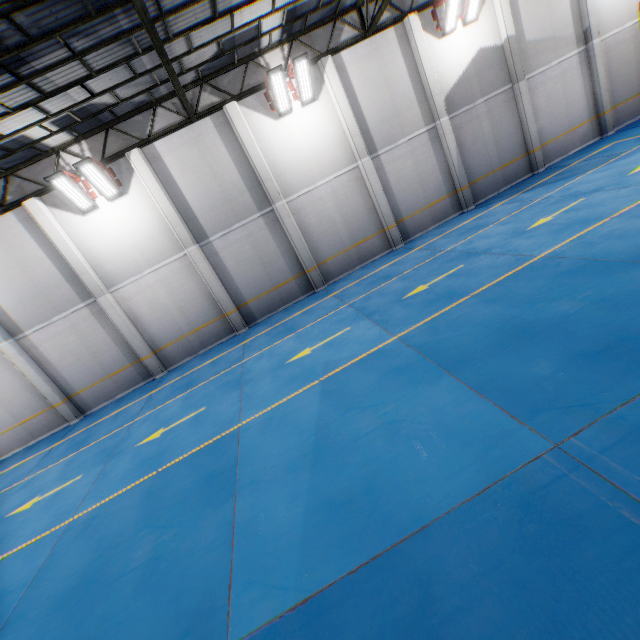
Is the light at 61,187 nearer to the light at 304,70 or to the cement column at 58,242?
the cement column at 58,242

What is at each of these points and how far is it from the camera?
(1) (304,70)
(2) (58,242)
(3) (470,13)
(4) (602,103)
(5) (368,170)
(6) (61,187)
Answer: (1) light, 11.7m
(2) cement column, 11.9m
(3) light, 12.8m
(4) cement column, 15.1m
(5) cement column, 13.6m
(6) light, 11.0m

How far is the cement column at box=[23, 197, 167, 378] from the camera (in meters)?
11.65

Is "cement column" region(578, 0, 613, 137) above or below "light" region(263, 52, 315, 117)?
below

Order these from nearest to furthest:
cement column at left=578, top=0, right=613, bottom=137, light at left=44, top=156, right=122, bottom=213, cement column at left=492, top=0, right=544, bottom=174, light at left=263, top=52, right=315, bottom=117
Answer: light at left=44, top=156, right=122, bottom=213 → light at left=263, top=52, right=315, bottom=117 → cement column at left=492, top=0, right=544, bottom=174 → cement column at left=578, top=0, right=613, bottom=137

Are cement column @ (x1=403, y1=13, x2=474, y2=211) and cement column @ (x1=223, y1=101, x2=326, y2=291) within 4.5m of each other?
no

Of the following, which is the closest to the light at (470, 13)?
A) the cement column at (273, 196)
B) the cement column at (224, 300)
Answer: the cement column at (273, 196)

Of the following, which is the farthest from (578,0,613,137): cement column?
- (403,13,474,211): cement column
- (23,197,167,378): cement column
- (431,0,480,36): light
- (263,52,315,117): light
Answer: (23,197,167,378): cement column
